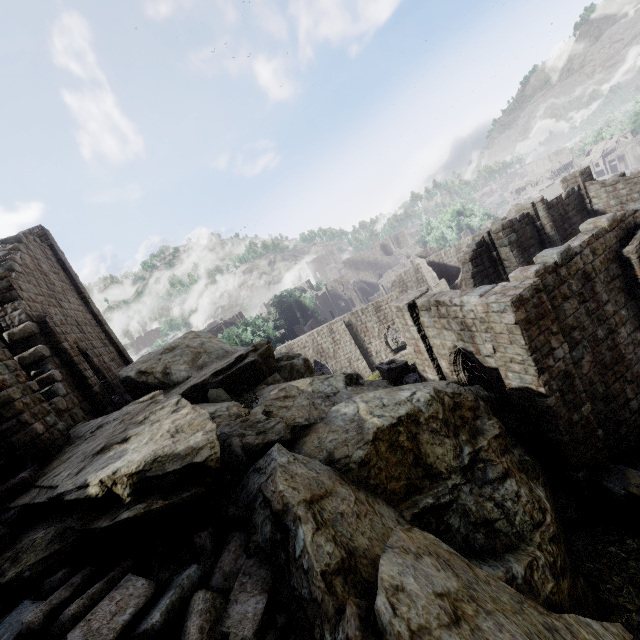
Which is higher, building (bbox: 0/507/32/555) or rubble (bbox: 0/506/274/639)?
building (bbox: 0/507/32/555)

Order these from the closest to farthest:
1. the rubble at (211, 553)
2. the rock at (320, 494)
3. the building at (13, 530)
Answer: the rock at (320, 494)
the rubble at (211, 553)
the building at (13, 530)

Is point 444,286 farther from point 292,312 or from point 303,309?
point 292,312

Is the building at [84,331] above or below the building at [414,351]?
above

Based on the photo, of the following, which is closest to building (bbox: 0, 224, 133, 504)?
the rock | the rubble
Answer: the rubble

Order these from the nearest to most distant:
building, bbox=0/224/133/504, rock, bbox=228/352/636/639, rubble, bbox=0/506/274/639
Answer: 1. rock, bbox=228/352/636/639
2. rubble, bbox=0/506/274/639
3. building, bbox=0/224/133/504

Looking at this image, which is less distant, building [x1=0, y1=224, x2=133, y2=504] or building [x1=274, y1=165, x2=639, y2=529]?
building [x1=0, y1=224, x2=133, y2=504]
